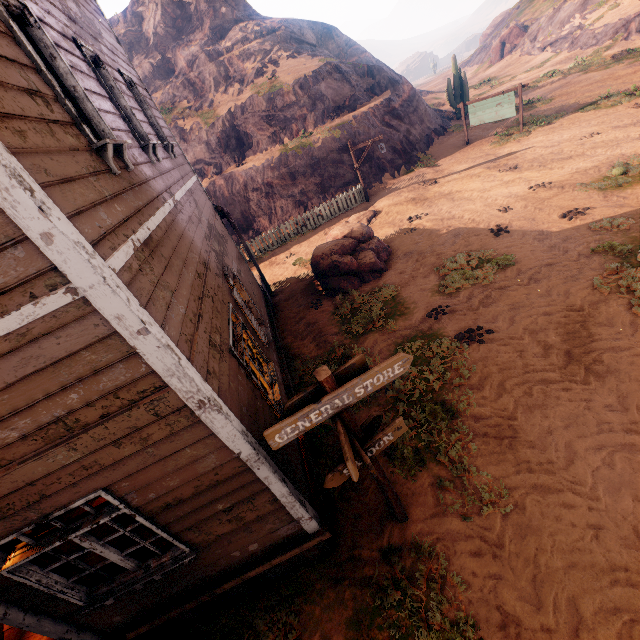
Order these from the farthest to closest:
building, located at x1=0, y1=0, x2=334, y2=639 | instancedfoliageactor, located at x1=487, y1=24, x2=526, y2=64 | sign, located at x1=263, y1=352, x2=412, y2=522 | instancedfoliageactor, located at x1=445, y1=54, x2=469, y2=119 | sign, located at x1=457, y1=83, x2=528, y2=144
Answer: instancedfoliageactor, located at x1=487, y1=24, x2=526, y2=64 → instancedfoliageactor, located at x1=445, y1=54, x2=469, y2=119 → sign, located at x1=457, y1=83, x2=528, y2=144 → sign, located at x1=263, y1=352, x2=412, y2=522 → building, located at x1=0, y1=0, x2=334, y2=639

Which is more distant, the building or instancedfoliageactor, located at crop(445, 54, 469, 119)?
instancedfoliageactor, located at crop(445, 54, 469, 119)

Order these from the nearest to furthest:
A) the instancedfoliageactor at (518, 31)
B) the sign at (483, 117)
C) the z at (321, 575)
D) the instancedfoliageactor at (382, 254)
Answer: the z at (321, 575)
the instancedfoliageactor at (382, 254)
the sign at (483, 117)
the instancedfoliageactor at (518, 31)

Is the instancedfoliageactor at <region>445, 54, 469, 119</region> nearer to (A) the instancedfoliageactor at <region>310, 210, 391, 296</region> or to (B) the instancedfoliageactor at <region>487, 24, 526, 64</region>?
(A) the instancedfoliageactor at <region>310, 210, 391, 296</region>

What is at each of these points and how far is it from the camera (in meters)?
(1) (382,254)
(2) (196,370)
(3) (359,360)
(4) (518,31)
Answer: (1) instancedfoliageactor, 11.34
(2) building, 2.91
(3) sign, 3.41
(4) instancedfoliageactor, 37.22

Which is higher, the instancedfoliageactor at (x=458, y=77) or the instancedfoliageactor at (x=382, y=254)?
the instancedfoliageactor at (x=458, y=77)

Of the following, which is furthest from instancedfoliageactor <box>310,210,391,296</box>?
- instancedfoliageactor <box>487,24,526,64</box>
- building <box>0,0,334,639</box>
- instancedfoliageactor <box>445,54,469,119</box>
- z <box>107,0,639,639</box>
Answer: instancedfoliageactor <box>487,24,526,64</box>

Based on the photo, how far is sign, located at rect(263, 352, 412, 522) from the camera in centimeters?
312cm
